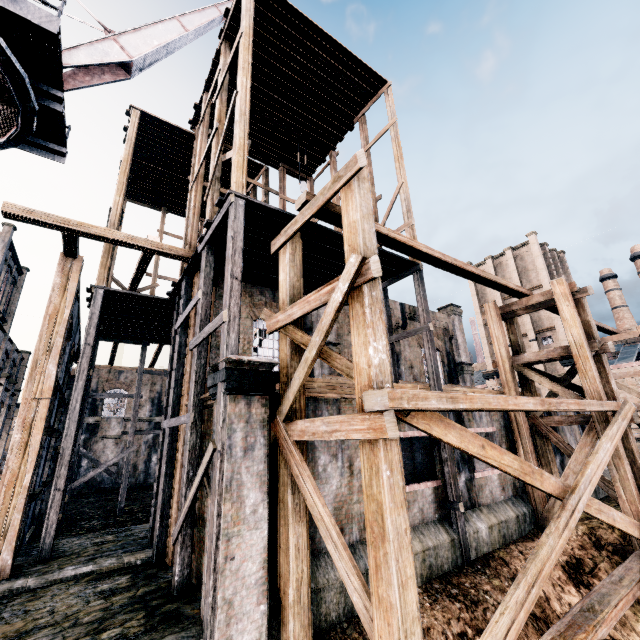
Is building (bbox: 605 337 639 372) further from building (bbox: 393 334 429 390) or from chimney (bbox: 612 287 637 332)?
building (bbox: 393 334 429 390)

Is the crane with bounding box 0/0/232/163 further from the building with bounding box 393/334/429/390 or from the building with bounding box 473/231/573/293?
the building with bounding box 473/231/573/293

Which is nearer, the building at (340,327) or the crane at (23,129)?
the crane at (23,129)

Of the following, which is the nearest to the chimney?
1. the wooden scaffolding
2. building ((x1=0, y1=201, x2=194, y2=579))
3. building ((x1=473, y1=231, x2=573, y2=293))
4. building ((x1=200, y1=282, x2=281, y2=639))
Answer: building ((x1=473, y1=231, x2=573, y2=293))

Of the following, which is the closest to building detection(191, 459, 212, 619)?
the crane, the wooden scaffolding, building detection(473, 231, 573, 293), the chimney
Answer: the wooden scaffolding

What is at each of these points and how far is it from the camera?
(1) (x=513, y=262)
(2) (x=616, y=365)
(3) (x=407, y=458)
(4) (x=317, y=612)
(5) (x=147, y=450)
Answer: (1) building, 50.6 meters
(2) building, 38.2 meters
(3) building, 11.5 meters
(4) building, 7.6 meters
(5) building, 33.5 meters

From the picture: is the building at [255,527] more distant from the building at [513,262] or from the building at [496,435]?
the building at [513,262]

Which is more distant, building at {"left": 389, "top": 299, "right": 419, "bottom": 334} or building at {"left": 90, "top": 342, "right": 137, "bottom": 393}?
building at {"left": 90, "top": 342, "right": 137, "bottom": 393}
